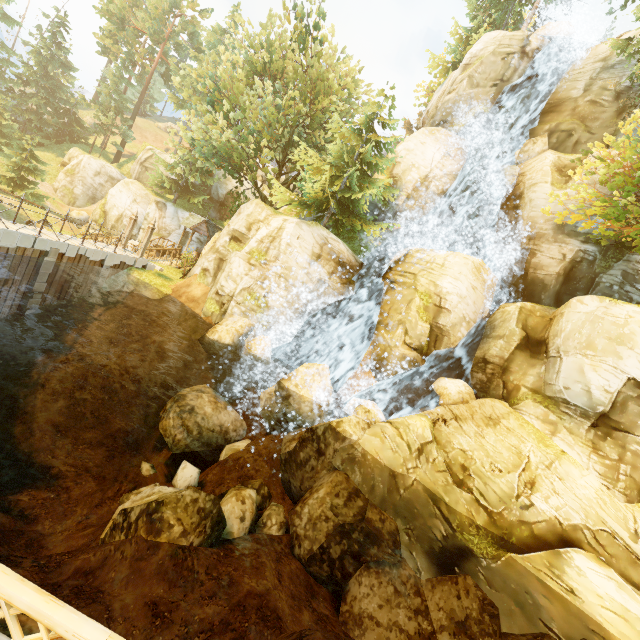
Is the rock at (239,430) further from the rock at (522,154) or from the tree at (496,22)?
the rock at (522,154)

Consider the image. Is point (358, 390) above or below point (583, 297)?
below

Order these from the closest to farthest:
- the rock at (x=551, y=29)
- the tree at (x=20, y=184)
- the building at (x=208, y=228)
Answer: the tree at (x=20, y=184) → the rock at (x=551, y=29) → the building at (x=208, y=228)

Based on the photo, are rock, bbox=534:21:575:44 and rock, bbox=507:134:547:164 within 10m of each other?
yes

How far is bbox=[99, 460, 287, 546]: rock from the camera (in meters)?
8.10

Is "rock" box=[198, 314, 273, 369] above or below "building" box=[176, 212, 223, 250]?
below

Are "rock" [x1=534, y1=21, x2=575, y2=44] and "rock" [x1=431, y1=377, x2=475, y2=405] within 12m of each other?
no

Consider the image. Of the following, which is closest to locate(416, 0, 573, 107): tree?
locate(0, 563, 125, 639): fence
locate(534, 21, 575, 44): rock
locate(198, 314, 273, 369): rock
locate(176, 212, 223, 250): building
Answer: locate(534, 21, 575, 44): rock
